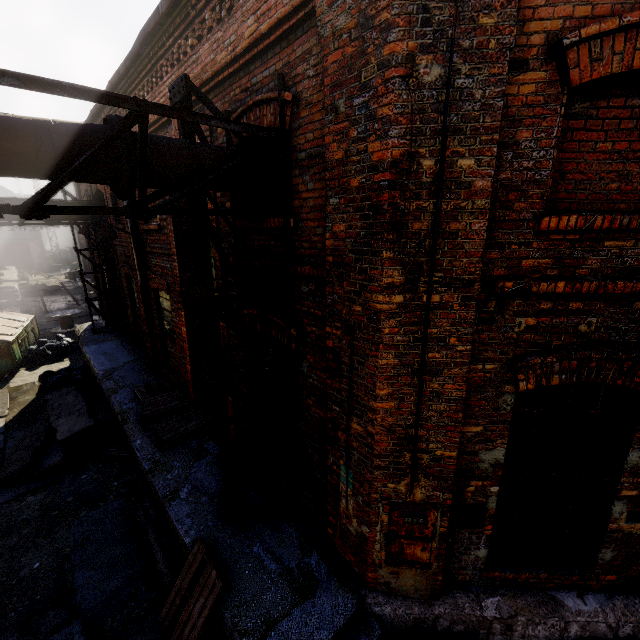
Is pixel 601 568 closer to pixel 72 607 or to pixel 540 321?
pixel 540 321

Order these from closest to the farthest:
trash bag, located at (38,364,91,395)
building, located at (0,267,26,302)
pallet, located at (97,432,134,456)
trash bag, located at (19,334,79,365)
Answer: pallet, located at (97,432,134,456) < trash bag, located at (38,364,91,395) < trash bag, located at (19,334,79,365) < building, located at (0,267,26,302)

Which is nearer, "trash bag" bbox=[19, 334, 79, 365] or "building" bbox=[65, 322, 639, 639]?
"building" bbox=[65, 322, 639, 639]

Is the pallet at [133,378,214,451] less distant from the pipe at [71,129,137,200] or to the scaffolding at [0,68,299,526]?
the scaffolding at [0,68,299,526]

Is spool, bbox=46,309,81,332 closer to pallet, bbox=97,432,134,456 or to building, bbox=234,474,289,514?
building, bbox=234,474,289,514

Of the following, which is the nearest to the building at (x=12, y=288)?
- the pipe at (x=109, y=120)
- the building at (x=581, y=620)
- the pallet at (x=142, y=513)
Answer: the building at (x=581, y=620)

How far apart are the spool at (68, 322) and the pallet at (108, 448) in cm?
1236

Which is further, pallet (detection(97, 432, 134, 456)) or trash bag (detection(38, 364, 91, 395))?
trash bag (detection(38, 364, 91, 395))
